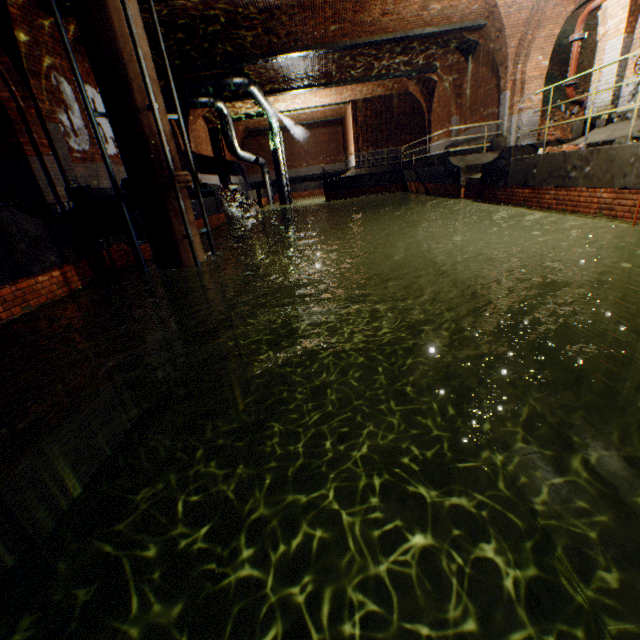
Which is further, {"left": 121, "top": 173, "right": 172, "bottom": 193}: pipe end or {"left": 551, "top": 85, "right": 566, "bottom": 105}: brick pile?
{"left": 551, "top": 85, "right": 566, "bottom": 105}: brick pile

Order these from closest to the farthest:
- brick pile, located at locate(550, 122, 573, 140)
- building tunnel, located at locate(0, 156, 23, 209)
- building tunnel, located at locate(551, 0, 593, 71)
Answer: building tunnel, located at locate(0, 156, 23, 209)
building tunnel, located at locate(551, 0, 593, 71)
brick pile, located at locate(550, 122, 573, 140)

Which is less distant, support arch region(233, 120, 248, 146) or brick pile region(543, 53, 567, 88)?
brick pile region(543, 53, 567, 88)

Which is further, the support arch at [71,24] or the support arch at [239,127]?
the support arch at [239,127]

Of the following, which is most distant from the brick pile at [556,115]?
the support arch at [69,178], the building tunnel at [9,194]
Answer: the building tunnel at [9,194]

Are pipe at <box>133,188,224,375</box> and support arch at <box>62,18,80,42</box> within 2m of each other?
no

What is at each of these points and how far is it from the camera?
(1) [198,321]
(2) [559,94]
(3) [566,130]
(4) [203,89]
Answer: (1) pipe, 7.0m
(2) brick pile, 14.5m
(3) brick pile, 13.4m
(4) pipe, 13.5m

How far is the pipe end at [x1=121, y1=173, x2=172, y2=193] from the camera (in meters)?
5.67
